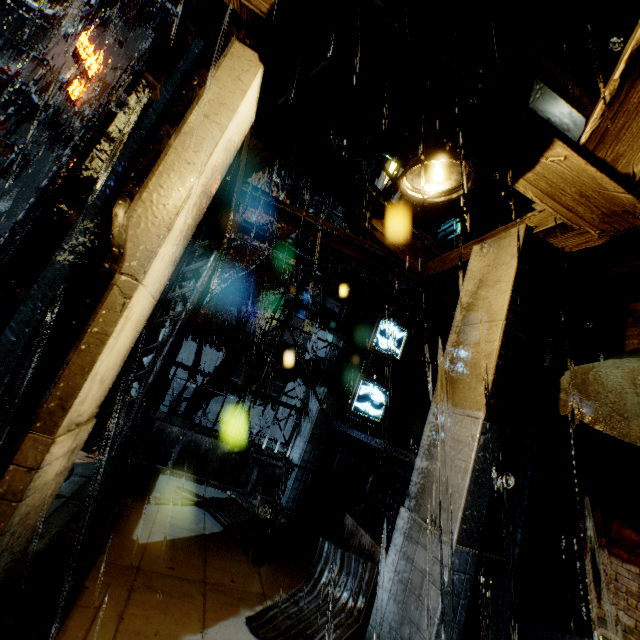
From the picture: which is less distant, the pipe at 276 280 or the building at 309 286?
the building at 309 286

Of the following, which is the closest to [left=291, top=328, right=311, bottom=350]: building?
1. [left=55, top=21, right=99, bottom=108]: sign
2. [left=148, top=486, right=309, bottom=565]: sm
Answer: [left=148, top=486, right=309, bottom=565]: sm

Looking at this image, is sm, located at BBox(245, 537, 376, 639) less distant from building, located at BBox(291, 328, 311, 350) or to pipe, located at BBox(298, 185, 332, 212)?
building, located at BBox(291, 328, 311, 350)

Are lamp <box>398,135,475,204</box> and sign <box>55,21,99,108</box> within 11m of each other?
no

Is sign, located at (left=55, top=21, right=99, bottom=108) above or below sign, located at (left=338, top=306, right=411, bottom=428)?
above

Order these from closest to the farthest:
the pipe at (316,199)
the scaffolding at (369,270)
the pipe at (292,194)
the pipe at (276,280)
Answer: the scaffolding at (369,270), the pipe at (276,280), the pipe at (292,194), the pipe at (316,199)

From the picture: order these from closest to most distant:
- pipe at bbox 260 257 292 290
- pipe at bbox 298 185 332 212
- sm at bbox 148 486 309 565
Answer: sm at bbox 148 486 309 565 < pipe at bbox 260 257 292 290 < pipe at bbox 298 185 332 212

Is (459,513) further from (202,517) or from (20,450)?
(202,517)
